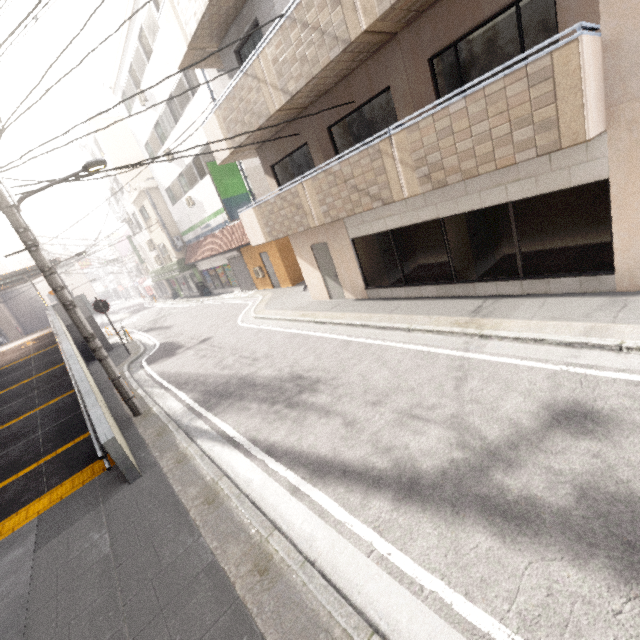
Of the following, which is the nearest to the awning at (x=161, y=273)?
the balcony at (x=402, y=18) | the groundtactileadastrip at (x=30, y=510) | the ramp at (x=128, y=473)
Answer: the balcony at (x=402, y=18)

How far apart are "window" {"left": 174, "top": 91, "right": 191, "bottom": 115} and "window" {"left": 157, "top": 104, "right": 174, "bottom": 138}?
1.1 meters

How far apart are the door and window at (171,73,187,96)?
10.64m

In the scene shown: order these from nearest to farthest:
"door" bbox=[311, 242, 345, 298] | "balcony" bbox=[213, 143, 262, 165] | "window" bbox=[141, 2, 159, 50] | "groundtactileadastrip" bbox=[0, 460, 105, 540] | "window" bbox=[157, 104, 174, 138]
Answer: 1. "groundtactileadastrip" bbox=[0, 460, 105, 540]
2. "balcony" bbox=[213, 143, 262, 165]
3. "door" bbox=[311, 242, 345, 298]
4. "window" bbox=[141, 2, 159, 50]
5. "window" bbox=[157, 104, 174, 138]

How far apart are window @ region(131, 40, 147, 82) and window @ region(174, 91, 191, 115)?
2.1m

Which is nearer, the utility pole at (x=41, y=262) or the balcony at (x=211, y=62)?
the utility pole at (x=41, y=262)

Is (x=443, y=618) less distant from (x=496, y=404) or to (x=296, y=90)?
(x=496, y=404)

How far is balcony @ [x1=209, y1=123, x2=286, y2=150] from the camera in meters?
9.4 m
